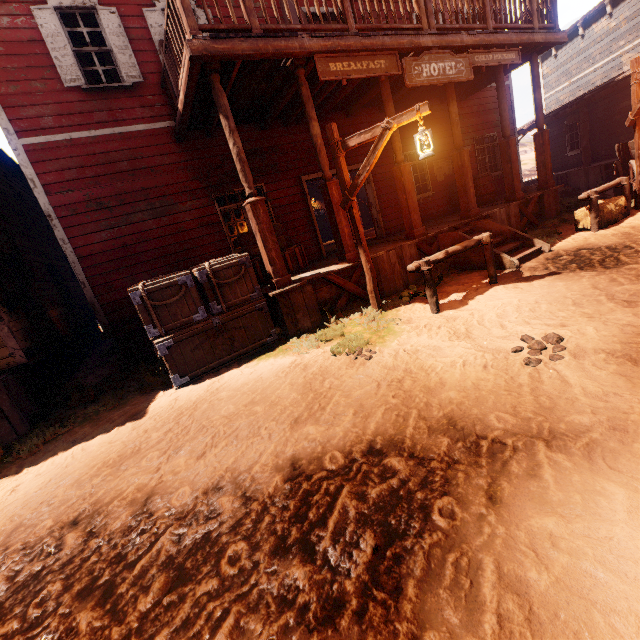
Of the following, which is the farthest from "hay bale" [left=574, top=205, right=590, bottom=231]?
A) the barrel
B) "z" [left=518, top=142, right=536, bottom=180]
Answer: the barrel

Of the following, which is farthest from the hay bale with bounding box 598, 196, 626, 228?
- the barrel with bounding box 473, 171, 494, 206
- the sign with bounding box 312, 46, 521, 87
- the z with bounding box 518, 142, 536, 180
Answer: the sign with bounding box 312, 46, 521, 87

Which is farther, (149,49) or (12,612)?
(149,49)

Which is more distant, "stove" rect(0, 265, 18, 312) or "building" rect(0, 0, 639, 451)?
"stove" rect(0, 265, 18, 312)

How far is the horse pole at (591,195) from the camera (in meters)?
7.05

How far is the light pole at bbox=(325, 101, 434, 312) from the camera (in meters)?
4.73

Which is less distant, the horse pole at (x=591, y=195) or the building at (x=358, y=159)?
the horse pole at (x=591, y=195)

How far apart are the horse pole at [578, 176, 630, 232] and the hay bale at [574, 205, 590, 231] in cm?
9
